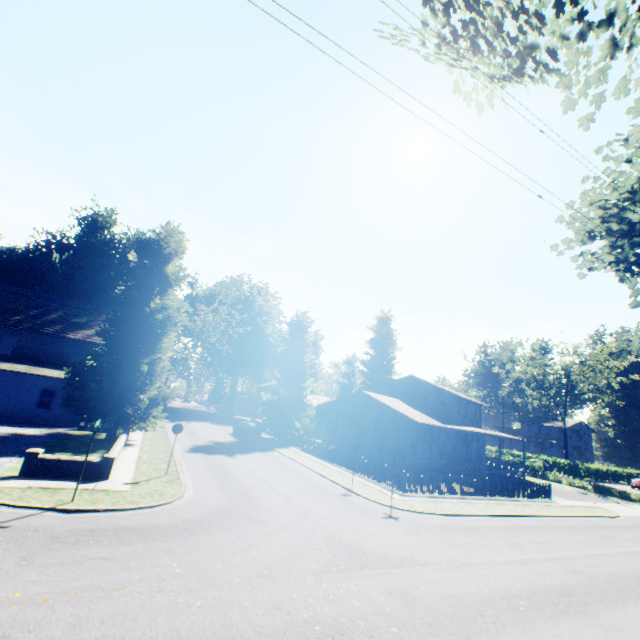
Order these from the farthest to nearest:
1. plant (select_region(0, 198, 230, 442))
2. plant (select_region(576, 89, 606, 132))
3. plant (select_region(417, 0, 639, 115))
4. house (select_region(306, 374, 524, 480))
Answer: house (select_region(306, 374, 524, 480)), plant (select_region(0, 198, 230, 442)), plant (select_region(576, 89, 606, 132)), plant (select_region(417, 0, 639, 115))

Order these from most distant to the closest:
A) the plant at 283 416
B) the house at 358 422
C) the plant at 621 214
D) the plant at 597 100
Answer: the plant at 283 416
the house at 358 422
the plant at 621 214
the plant at 597 100

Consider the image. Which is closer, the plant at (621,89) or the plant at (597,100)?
the plant at (621,89)

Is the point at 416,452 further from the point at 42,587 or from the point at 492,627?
the point at 42,587

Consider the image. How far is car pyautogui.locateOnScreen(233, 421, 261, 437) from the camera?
34.0m

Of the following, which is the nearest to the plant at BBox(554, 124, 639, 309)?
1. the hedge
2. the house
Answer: the house

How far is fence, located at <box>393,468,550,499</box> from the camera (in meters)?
19.59

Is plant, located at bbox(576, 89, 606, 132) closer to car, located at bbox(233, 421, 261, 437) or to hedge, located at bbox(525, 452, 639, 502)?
car, located at bbox(233, 421, 261, 437)
